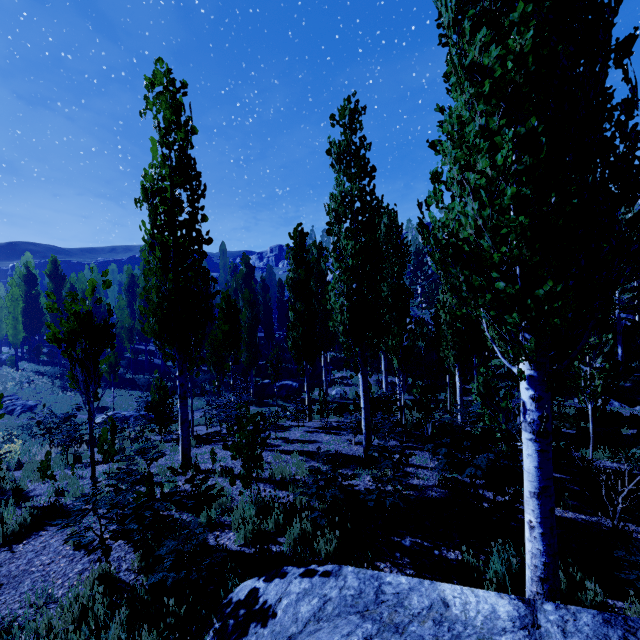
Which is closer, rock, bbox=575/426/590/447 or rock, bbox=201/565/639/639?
rock, bbox=201/565/639/639

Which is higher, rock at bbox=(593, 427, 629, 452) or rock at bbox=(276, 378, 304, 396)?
rock at bbox=(593, 427, 629, 452)

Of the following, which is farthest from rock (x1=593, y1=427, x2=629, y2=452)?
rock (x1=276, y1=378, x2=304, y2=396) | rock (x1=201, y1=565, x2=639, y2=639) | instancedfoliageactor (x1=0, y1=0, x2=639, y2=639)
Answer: rock (x1=276, y1=378, x2=304, y2=396)

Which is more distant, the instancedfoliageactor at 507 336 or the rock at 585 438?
the rock at 585 438

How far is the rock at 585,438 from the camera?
11.1 meters

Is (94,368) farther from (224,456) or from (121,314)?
(121,314)

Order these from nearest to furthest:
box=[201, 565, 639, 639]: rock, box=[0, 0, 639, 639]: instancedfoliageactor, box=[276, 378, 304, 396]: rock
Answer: box=[201, 565, 639, 639]: rock, box=[0, 0, 639, 639]: instancedfoliageactor, box=[276, 378, 304, 396]: rock

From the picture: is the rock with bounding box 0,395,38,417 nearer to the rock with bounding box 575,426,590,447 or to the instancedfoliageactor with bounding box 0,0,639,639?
the instancedfoliageactor with bounding box 0,0,639,639
